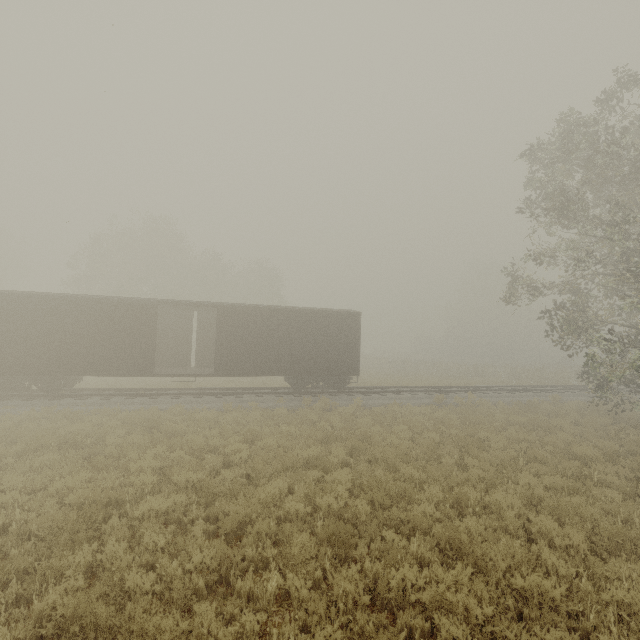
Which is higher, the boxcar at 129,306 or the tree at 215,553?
the boxcar at 129,306

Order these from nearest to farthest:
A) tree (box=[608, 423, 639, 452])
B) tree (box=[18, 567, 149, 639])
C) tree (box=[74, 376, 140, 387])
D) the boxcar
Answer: tree (box=[18, 567, 149, 639]) < tree (box=[608, 423, 639, 452]) < the boxcar < tree (box=[74, 376, 140, 387])

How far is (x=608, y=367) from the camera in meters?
11.4

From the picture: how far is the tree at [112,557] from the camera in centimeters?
484cm

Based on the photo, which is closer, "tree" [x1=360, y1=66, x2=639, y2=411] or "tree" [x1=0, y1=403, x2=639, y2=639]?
"tree" [x1=0, y1=403, x2=639, y2=639]

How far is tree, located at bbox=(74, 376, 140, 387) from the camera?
19.8 meters
